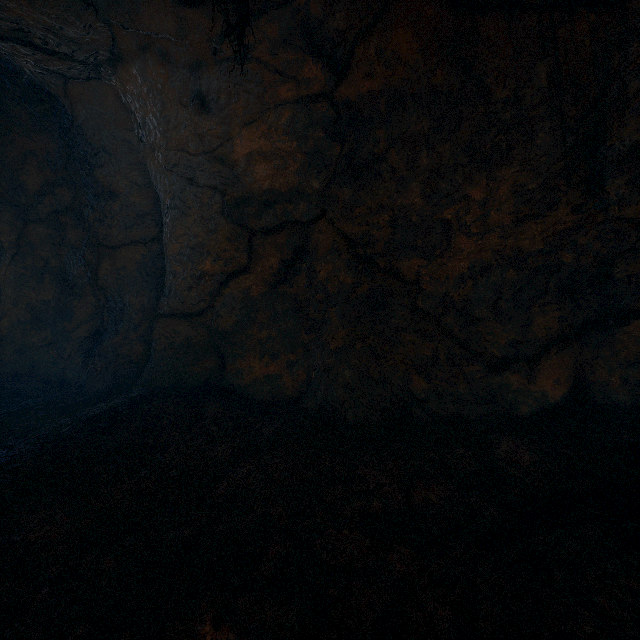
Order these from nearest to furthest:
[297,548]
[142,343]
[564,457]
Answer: [297,548] < [564,457] < [142,343]
